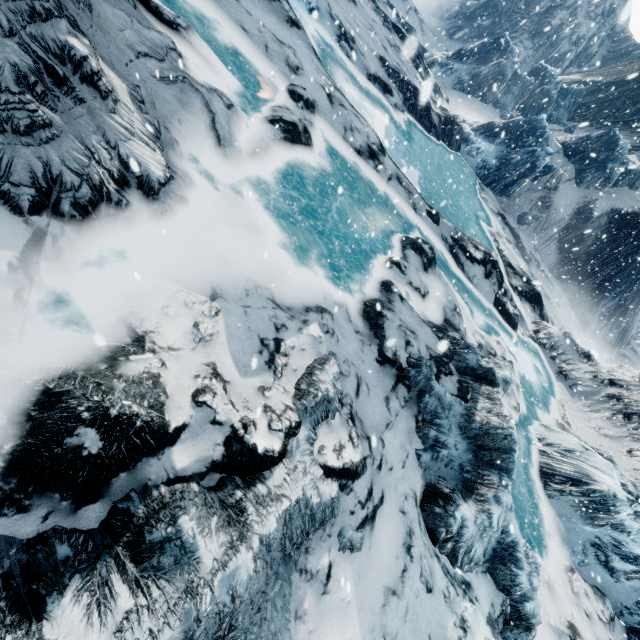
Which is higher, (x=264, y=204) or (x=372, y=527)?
(x=372, y=527)
